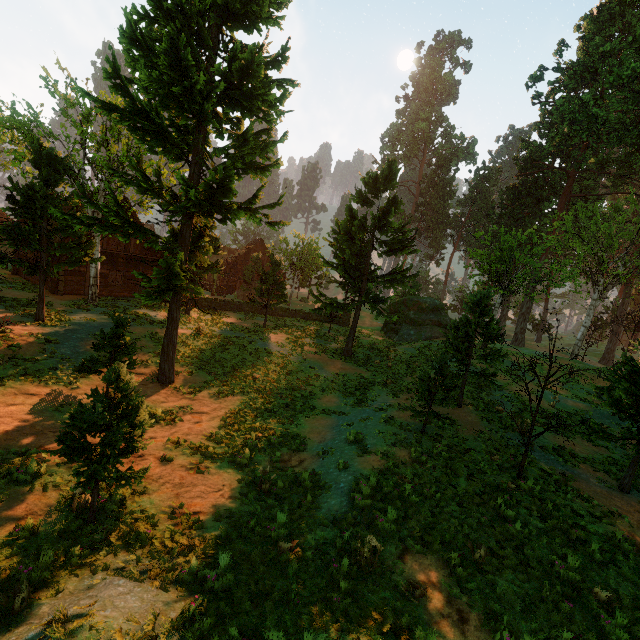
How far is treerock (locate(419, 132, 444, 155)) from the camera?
57.4 meters

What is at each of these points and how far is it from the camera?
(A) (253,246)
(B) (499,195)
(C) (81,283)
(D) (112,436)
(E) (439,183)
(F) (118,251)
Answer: (A) building, 43.6m
(B) treerock, 49.7m
(C) building, 24.5m
(D) treerock, 6.6m
(E) treerock, 59.6m
(F) building, 26.2m

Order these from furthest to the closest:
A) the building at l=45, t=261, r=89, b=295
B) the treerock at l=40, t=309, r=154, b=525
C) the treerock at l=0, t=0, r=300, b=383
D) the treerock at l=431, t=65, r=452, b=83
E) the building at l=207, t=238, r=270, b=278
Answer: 1. the treerock at l=431, t=65, r=452, b=83
2. the building at l=207, t=238, r=270, b=278
3. the building at l=45, t=261, r=89, b=295
4. the treerock at l=0, t=0, r=300, b=383
5. the treerock at l=40, t=309, r=154, b=525

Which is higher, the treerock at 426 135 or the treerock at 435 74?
the treerock at 435 74

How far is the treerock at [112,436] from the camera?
6.56m

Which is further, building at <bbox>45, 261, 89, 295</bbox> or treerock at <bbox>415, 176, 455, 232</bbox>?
treerock at <bbox>415, 176, 455, 232</bbox>
